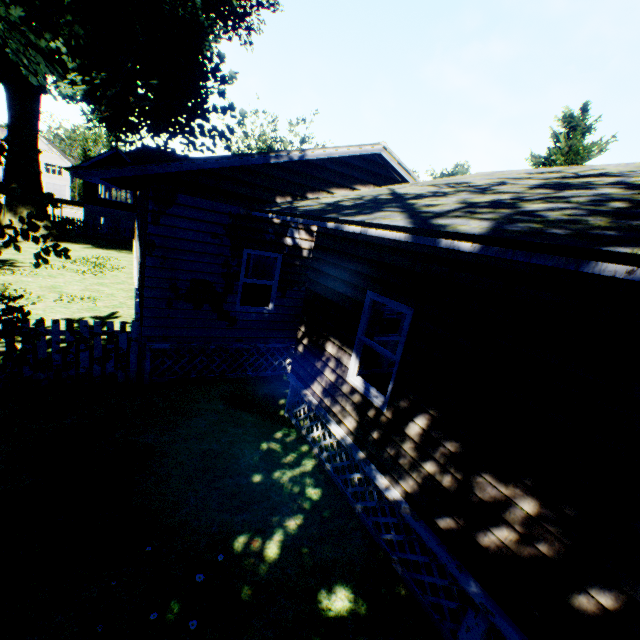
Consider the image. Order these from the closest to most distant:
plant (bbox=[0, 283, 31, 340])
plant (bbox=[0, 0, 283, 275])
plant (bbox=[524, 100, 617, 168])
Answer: plant (bbox=[0, 283, 31, 340])
plant (bbox=[0, 0, 283, 275])
plant (bbox=[524, 100, 617, 168])

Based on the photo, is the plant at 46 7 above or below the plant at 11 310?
above

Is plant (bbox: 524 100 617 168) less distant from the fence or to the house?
the fence

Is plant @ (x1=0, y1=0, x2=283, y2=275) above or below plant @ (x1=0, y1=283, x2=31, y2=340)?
above

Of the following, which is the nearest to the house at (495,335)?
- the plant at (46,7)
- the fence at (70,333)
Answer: the fence at (70,333)

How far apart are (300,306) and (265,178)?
3.43m

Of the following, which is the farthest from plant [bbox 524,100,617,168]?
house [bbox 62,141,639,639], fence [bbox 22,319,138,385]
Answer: house [bbox 62,141,639,639]
